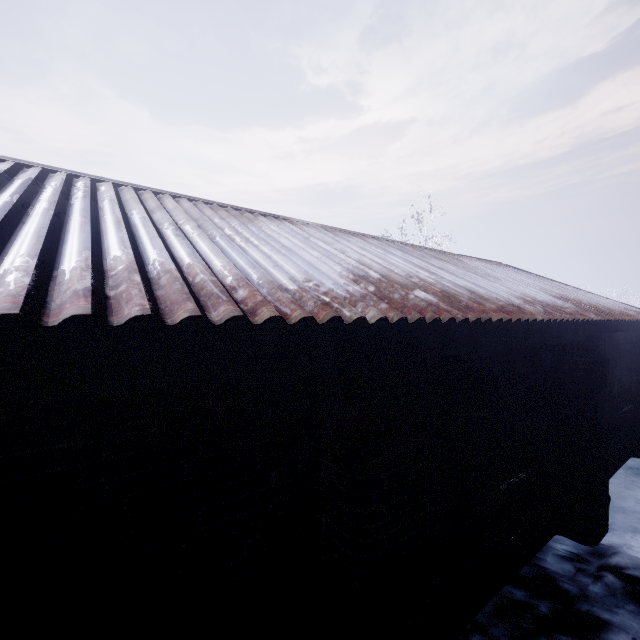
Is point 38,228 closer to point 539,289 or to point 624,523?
point 539,289
